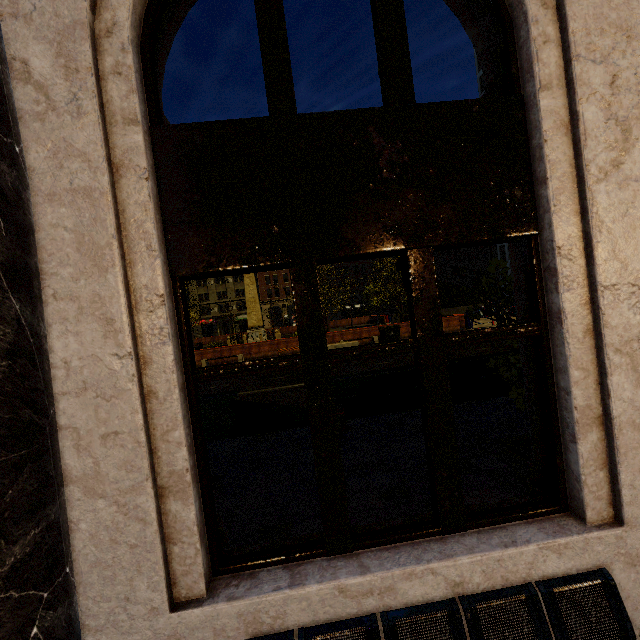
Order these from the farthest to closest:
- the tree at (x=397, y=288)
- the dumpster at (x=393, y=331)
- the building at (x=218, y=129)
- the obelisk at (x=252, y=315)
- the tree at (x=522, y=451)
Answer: the obelisk at (x=252, y=315) → the tree at (x=397, y=288) → the dumpster at (x=393, y=331) → the tree at (x=522, y=451) → the building at (x=218, y=129)

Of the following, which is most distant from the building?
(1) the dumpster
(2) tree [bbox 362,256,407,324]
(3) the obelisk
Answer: (3) the obelisk

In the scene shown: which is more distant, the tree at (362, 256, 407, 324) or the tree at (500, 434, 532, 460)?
the tree at (362, 256, 407, 324)

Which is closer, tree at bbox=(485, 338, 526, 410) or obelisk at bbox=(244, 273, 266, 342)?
tree at bbox=(485, 338, 526, 410)

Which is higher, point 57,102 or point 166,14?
point 166,14

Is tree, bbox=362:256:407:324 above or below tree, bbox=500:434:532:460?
above

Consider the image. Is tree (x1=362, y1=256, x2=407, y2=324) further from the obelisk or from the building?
the obelisk

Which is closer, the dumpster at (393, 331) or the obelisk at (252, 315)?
the dumpster at (393, 331)
